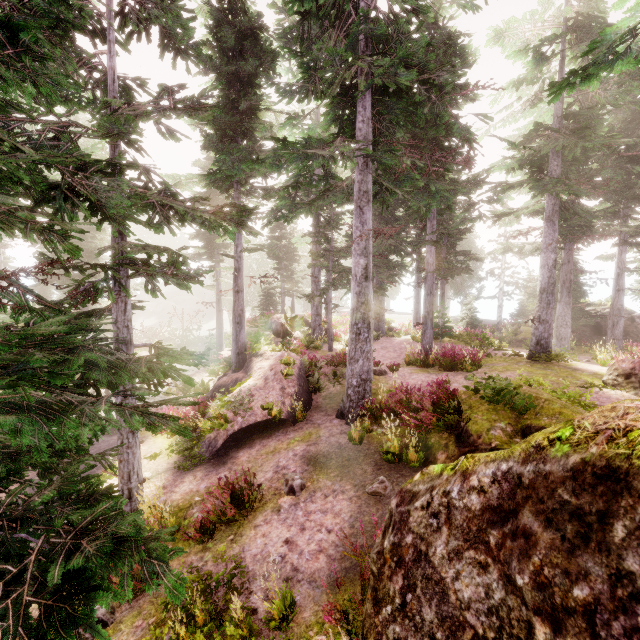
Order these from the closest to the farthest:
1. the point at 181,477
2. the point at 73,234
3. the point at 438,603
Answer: the point at 438,603 → the point at 181,477 → the point at 73,234

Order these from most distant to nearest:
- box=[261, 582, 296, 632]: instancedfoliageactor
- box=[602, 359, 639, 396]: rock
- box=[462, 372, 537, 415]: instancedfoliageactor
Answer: box=[602, 359, 639, 396]: rock → box=[462, 372, 537, 415]: instancedfoliageactor → box=[261, 582, 296, 632]: instancedfoliageactor

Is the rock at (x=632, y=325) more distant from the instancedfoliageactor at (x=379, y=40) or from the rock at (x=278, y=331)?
the rock at (x=278, y=331)

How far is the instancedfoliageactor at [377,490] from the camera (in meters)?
6.65

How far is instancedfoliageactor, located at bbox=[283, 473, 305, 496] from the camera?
7.3 meters

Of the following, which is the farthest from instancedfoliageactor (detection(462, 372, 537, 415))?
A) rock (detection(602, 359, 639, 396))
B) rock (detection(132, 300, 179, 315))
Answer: rock (detection(602, 359, 639, 396))

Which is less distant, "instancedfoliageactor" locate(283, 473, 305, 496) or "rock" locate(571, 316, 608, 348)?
"instancedfoliageactor" locate(283, 473, 305, 496)
